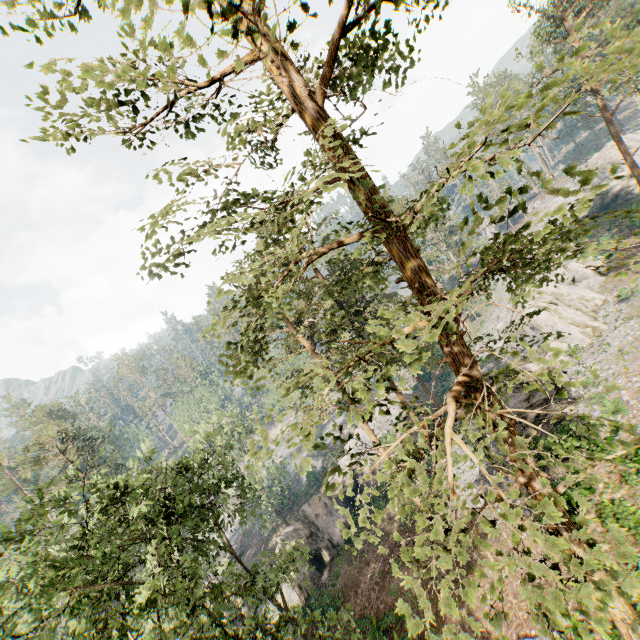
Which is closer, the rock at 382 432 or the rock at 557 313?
the rock at 557 313

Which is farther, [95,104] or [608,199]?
[608,199]

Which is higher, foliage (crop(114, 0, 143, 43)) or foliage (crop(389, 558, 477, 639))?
foliage (crop(114, 0, 143, 43))

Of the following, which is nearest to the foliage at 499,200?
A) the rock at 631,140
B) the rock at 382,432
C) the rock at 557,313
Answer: the rock at 382,432

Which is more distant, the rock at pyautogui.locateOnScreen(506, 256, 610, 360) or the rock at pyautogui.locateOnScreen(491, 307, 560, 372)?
the rock at pyautogui.locateOnScreen(506, 256, 610, 360)

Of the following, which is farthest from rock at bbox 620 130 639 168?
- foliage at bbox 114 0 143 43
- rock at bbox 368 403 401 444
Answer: rock at bbox 368 403 401 444

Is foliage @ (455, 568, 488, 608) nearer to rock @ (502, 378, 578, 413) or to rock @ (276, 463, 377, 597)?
rock @ (276, 463, 377, 597)

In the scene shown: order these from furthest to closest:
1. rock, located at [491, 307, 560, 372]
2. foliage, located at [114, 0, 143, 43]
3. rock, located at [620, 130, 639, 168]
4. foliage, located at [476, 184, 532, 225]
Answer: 1. rock, located at [620, 130, 639, 168]
2. rock, located at [491, 307, 560, 372]
3. foliage, located at [476, 184, 532, 225]
4. foliage, located at [114, 0, 143, 43]
